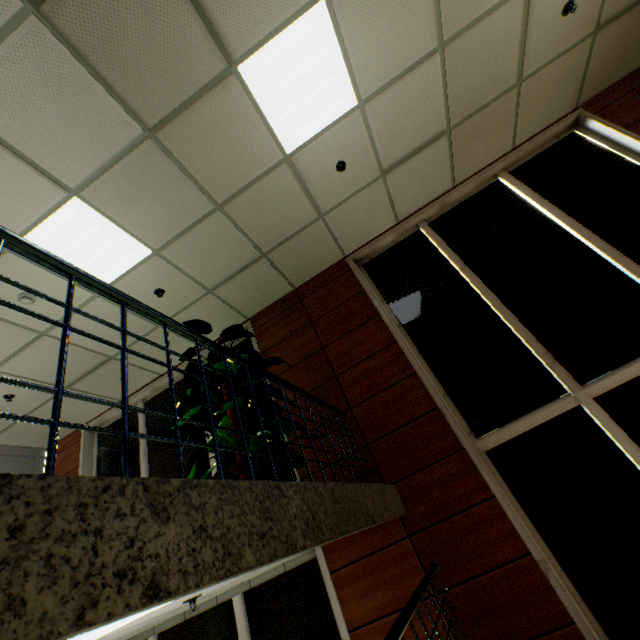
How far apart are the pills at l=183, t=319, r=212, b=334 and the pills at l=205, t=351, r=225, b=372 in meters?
0.2

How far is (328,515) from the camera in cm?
182

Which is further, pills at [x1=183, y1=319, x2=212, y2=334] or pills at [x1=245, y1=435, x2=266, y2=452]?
pills at [x1=183, y1=319, x2=212, y2=334]

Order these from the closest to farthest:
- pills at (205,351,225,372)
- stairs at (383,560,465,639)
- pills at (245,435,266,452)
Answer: stairs at (383,560,465,639) → pills at (245,435,266,452) → pills at (205,351,225,372)

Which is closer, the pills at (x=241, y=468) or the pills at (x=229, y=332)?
the pills at (x=241, y=468)

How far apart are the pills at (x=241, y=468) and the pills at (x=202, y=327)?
0.24m

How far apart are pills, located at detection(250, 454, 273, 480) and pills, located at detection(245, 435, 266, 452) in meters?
0.2
